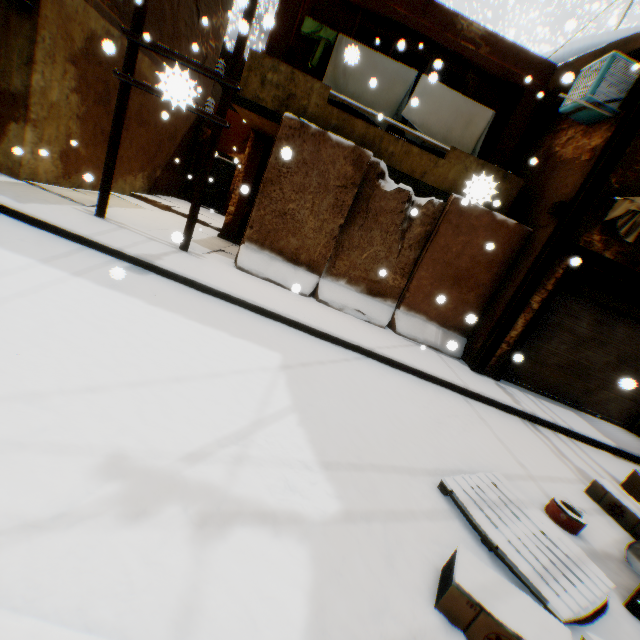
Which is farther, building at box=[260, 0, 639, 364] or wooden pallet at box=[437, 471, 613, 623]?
building at box=[260, 0, 639, 364]

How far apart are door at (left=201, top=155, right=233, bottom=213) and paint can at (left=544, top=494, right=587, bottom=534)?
14.7m

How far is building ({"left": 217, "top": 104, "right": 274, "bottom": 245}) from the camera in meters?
9.4 m

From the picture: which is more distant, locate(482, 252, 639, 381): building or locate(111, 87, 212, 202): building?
locate(111, 87, 212, 202): building

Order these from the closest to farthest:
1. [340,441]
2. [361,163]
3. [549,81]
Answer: [340,441] < [361,163] < [549,81]

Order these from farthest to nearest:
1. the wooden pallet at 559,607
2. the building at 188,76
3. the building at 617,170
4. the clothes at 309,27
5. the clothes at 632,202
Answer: the clothes at 309,27
the building at 617,170
the clothes at 632,202
the wooden pallet at 559,607
the building at 188,76

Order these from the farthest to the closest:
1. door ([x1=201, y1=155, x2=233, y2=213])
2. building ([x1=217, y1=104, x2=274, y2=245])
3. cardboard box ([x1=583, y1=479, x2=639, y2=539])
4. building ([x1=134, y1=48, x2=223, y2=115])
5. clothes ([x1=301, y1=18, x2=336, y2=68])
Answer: door ([x1=201, y1=155, x2=233, y2=213]) < building ([x1=217, y1=104, x2=274, y2=245]) < clothes ([x1=301, y1=18, x2=336, y2=68]) < cardboard box ([x1=583, y1=479, x2=639, y2=539]) < building ([x1=134, y1=48, x2=223, y2=115])

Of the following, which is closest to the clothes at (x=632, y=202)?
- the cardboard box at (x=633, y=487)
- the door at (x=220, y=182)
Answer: the cardboard box at (x=633, y=487)
